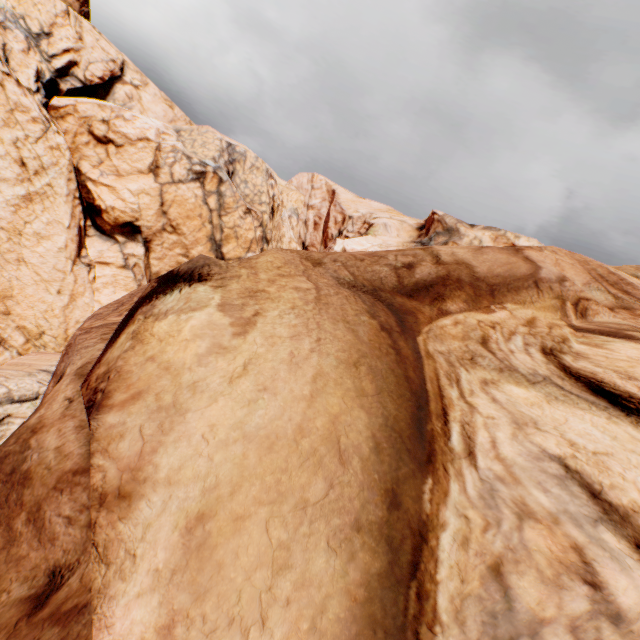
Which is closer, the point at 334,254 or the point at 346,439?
the point at 346,439
